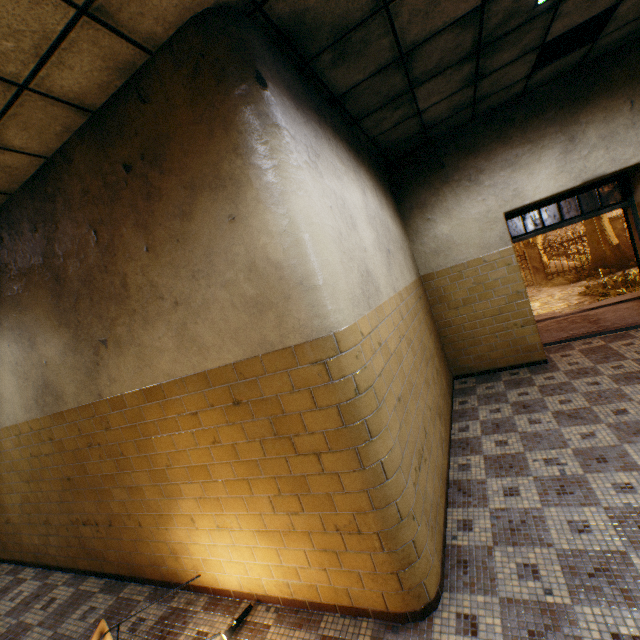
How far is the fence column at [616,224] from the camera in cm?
1734

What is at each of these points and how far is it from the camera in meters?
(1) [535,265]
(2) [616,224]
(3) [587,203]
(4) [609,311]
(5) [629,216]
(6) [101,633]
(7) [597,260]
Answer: (1) fence column, 19.2
(2) fence column, 17.4
(3) tree, 16.7
(4) stairs, 6.5
(5) door, 5.1
(6) student desk, 2.2
(7) tree, 16.8

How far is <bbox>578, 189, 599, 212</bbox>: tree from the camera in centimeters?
1641cm

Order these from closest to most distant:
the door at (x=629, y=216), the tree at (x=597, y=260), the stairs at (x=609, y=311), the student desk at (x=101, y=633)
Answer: the student desk at (x=101, y=633) < the door at (x=629, y=216) < the stairs at (x=609, y=311) < the tree at (x=597, y=260)

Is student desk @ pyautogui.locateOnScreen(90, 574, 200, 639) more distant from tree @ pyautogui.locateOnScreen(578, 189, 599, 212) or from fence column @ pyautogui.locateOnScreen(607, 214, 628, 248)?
fence column @ pyautogui.locateOnScreen(607, 214, 628, 248)

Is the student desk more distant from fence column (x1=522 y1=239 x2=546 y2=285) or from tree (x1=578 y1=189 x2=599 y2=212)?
fence column (x1=522 y1=239 x2=546 y2=285)

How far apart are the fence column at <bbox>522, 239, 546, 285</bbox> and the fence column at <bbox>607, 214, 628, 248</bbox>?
3.32m

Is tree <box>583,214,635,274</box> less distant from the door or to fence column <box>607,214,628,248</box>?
fence column <box>607,214,628,248</box>
